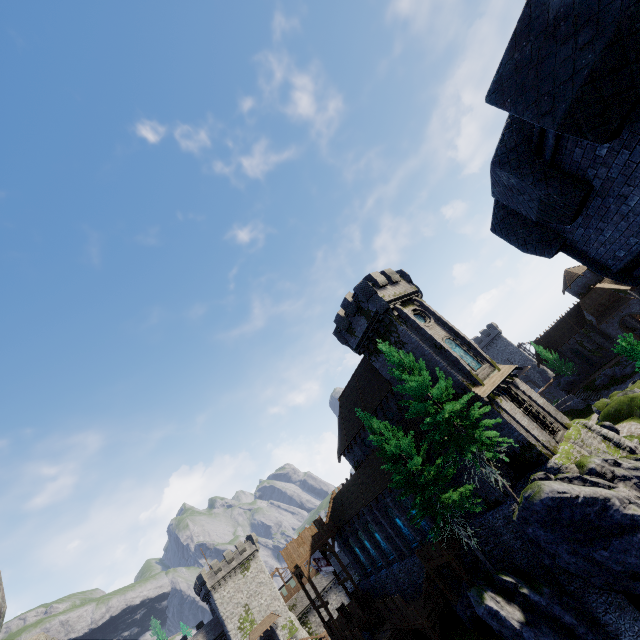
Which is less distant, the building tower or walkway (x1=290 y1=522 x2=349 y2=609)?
the building tower

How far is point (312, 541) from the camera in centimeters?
3644cm

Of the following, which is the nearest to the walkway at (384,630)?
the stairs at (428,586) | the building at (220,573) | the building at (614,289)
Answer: the stairs at (428,586)

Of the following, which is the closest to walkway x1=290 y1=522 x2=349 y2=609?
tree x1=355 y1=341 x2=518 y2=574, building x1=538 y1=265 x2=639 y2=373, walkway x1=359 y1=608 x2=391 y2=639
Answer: walkway x1=359 y1=608 x2=391 y2=639

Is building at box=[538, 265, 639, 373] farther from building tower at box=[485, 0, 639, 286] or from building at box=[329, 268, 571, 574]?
building tower at box=[485, 0, 639, 286]

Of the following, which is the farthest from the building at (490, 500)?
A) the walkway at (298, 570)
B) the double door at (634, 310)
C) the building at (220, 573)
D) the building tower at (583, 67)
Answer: the building at (220, 573)

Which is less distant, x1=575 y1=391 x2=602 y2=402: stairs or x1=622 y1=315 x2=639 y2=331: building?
x1=575 y1=391 x2=602 y2=402: stairs

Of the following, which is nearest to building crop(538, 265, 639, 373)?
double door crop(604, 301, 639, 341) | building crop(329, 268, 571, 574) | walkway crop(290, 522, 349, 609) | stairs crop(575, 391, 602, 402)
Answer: double door crop(604, 301, 639, 341)
